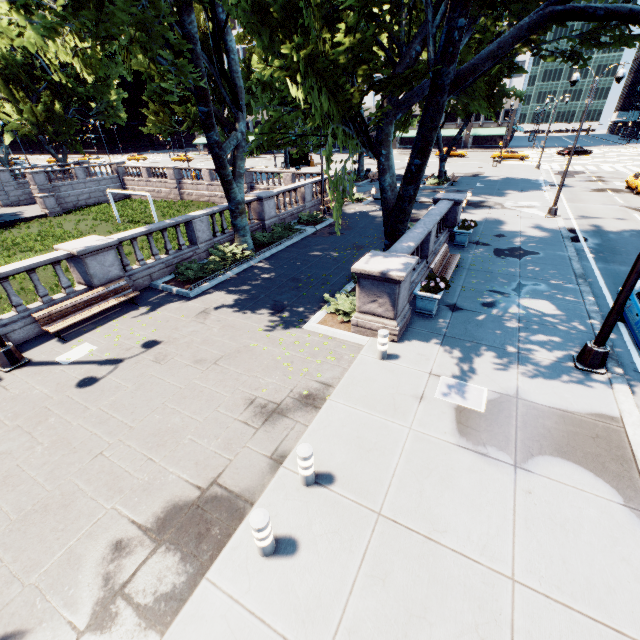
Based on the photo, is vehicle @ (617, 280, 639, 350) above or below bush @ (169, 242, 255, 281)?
above

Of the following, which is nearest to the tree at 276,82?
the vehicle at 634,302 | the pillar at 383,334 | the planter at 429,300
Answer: the planter at 429,300

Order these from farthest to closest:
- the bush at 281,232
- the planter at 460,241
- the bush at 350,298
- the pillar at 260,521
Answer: the bush at 281,232 → the planter at 460,241 → the bush at 350,298 → the pillar at 260,521

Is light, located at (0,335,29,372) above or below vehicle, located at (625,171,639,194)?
below

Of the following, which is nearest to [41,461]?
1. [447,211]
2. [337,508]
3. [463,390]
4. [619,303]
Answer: [337,508]

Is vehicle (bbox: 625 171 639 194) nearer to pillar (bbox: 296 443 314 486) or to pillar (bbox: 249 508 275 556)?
pillar (bbox: 296 443 314 486)

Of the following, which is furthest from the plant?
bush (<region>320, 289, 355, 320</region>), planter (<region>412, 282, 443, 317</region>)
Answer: bush (<region>320, 289, 355, 320</region>)

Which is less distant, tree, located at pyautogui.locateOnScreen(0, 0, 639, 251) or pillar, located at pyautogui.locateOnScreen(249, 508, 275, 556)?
pillar, located at pyautogui.locateOnScreen(249, 508, 275, 556)
